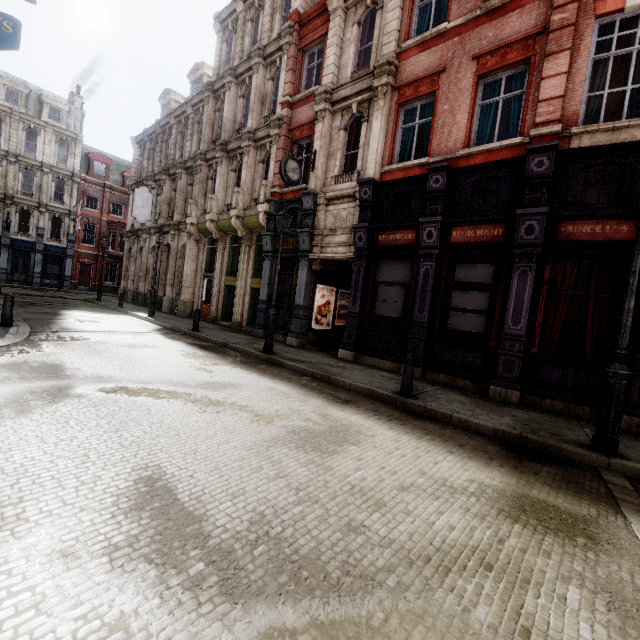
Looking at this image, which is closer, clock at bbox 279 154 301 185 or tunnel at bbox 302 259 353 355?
clock at bbox 279 154 301 185

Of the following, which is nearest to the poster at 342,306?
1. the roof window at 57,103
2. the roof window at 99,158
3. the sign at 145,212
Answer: the sign at 145,212

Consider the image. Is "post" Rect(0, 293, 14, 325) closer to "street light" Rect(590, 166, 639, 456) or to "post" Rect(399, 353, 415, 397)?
"post" Rect(399, 353, 415, 397)

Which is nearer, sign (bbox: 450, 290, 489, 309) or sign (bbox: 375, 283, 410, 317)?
sign (bbox: 450, 290, 489, 309)

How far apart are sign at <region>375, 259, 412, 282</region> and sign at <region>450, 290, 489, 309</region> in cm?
141

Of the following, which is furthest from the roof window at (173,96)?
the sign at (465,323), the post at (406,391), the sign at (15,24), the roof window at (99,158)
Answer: the post at (406,391)

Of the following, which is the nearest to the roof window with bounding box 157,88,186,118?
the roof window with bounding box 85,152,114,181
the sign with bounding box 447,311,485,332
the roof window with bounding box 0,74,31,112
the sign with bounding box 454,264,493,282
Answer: the roof window with bounding box 85,152,114,181

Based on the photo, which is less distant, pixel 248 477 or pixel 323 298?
pixel 248 477
